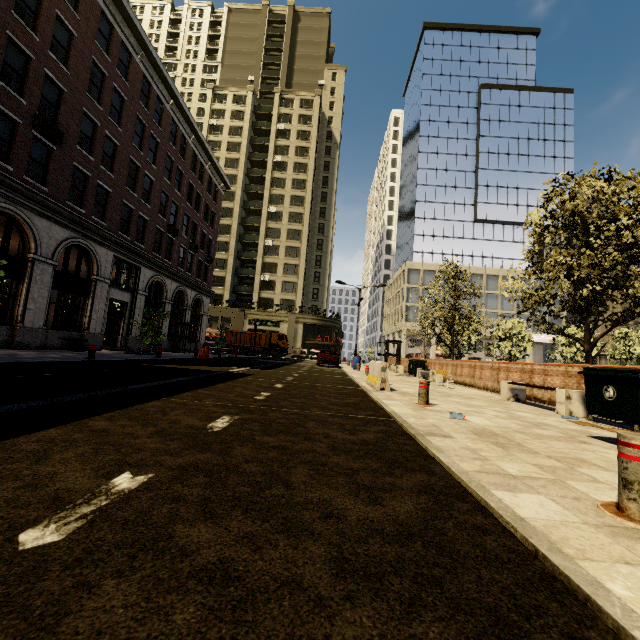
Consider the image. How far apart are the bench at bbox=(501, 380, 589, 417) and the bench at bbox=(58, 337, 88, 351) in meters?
19.2

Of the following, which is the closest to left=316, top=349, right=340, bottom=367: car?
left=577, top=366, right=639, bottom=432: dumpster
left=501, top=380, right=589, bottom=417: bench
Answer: left=501, top=380, right=589, bottom=417: bench

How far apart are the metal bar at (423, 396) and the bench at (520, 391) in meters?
3.1

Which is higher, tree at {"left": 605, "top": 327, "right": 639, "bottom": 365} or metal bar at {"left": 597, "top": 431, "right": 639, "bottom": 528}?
tree at {"left": 605, "top": 327, "right": 639, "bottom": 365}

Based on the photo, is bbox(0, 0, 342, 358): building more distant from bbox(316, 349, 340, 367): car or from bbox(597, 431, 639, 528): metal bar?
bbox(597, 431, 639, 528): metal bar

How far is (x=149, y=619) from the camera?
1.1 meters

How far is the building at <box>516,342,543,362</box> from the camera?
49.9 meters

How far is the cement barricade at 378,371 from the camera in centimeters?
958cm
